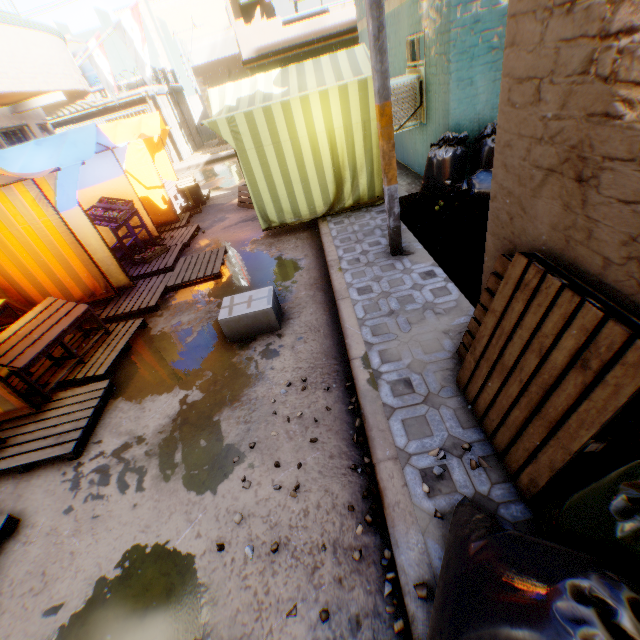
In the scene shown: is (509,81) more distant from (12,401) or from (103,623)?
(12,401)

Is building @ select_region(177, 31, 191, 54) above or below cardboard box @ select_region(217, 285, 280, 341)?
above

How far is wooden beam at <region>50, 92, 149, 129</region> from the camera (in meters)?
17.33

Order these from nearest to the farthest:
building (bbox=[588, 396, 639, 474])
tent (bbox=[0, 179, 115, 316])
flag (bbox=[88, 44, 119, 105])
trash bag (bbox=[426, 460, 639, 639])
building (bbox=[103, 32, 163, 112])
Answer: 1. trash bag (bbox=[426, 460, 639, 639])
2. building (bbox=[588, 396, 639, 474])
3. tent (bbox=[0, 179, 115, 316])
4. flag (bbox=[88, 44, 119, 105])
5. building (bbox=[103, 32, 163, 112])

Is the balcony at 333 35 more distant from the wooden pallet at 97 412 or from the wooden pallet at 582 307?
the wooden pallet at 582 307

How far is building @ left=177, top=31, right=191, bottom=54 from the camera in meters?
33.9 m

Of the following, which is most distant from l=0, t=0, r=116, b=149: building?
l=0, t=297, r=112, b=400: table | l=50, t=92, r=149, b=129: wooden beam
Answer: l=0, t=297, r=112, b=400: table

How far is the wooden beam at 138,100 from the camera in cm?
1733
